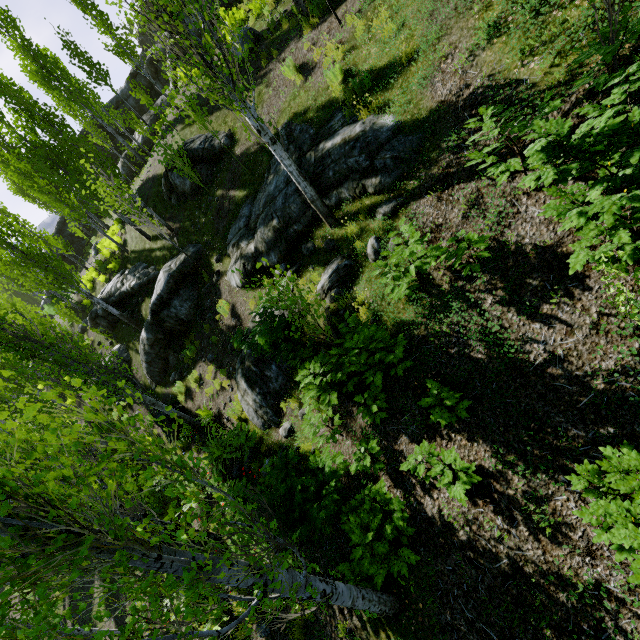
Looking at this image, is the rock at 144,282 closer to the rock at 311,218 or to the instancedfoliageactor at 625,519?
the instancedfoliageactor at 625,519

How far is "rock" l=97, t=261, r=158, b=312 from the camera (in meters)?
15.82

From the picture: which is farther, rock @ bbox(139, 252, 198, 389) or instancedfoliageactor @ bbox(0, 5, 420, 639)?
rock @ bbox(139, 252, 198, 389)

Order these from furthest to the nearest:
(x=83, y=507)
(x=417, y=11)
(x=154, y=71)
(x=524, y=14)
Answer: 1. (x=154, y=71)
2. (x=417, y=11)
3. (x=524, y=14)
4. (x=83, y=507)

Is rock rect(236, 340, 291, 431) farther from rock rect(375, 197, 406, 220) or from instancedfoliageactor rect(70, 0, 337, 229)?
instancedfoliageactor rect(70, 0, 337, 229)

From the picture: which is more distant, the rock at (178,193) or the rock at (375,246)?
the rock at (178,193)

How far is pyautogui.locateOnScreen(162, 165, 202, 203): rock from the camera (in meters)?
13.01

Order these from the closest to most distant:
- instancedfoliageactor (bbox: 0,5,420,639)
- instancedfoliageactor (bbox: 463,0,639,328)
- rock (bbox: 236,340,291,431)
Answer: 1. instancedfoliageactor (bbox: 0,5,420,639)
2. instancedfoliageactor (bbox: 463,0,639,328)
3. rock (bbox: 236,340,291,431)
